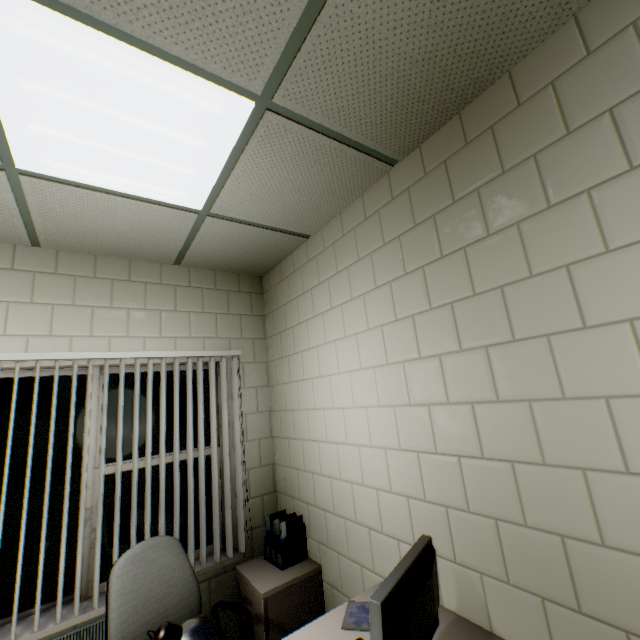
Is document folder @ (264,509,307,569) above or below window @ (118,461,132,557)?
below

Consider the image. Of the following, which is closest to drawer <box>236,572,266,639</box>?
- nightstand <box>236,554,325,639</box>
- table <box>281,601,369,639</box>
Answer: nightstand <box>236,554,325,639</box>

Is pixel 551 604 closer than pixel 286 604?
Yes

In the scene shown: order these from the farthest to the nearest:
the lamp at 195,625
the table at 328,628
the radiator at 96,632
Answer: the radiator at 96,632 → the table at 328,628 → the lamp at 195,625

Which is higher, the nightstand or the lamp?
the lamp

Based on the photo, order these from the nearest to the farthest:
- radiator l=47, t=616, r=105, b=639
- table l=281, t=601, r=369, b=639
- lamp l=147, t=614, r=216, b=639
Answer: lamp l=147, t=614, r=216, b=639 < table l=281, t=601, r=369, b=639 < radiator l=47, t=616, r=105, b=639

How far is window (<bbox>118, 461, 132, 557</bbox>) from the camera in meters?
2.5

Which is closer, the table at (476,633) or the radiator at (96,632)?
the table at (476,633)
